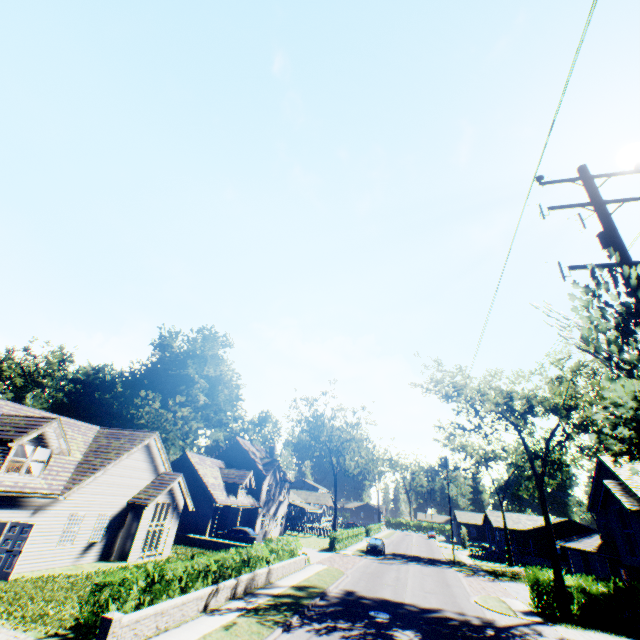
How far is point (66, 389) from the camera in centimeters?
5556cm

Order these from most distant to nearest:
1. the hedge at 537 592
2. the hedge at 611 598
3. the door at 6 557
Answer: the hedge at 537 592 < the hedge at 611 598 < the door at 6 557

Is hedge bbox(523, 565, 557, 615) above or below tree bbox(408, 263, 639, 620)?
below

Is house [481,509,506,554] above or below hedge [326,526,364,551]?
above

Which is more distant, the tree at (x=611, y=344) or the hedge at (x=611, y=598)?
the hedge at (x=611, y=598)

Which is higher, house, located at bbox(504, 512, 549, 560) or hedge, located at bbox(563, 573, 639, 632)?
house, located at bbox(504, 512, 549, 560)

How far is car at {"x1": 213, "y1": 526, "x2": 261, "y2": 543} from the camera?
30.8m

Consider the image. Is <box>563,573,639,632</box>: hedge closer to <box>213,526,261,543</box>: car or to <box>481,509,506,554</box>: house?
<box>481,509,506,554</box>: house
